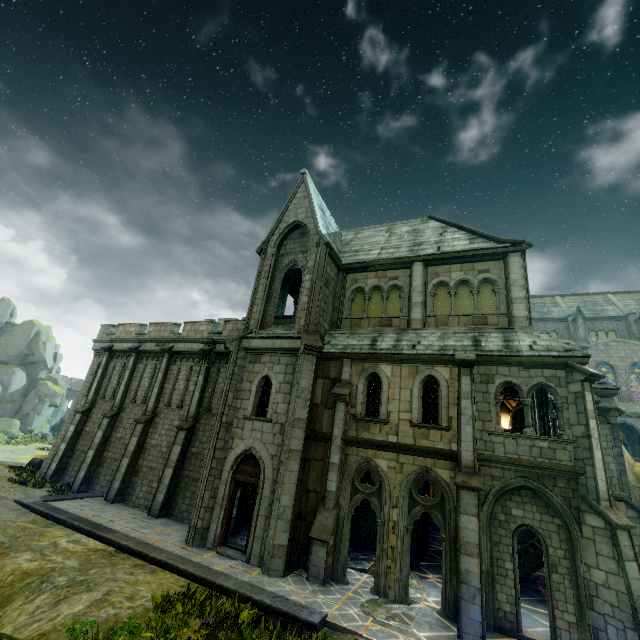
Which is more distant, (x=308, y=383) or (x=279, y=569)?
(x=308, y=383)

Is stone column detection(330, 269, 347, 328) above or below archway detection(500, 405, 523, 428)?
above

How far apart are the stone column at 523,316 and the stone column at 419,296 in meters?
3.3

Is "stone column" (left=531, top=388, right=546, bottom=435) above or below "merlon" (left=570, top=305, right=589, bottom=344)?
below

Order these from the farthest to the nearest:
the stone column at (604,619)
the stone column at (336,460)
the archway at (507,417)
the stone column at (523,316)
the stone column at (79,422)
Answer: the archway at (507,417), the stone column at (79,422), the stone column at (523,316), the stone column at (336,460), the stone column at (604,619)

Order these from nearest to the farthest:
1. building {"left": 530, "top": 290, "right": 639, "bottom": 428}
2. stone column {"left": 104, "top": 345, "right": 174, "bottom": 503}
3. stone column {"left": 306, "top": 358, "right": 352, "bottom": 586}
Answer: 1. stone column {"left": 306, "top": 358, "right": 352, "bottom": 586}
2. stone column {"left": 104, "top": 345, "right": 174, "bottom": 503}
3. building {"left": 530, "top": 290, "right": 639, "bottom": 428}

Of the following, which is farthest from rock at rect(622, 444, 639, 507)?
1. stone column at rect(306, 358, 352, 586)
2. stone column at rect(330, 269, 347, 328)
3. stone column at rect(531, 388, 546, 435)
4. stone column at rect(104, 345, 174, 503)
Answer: stone column at rect(104, 345, 174, 503)

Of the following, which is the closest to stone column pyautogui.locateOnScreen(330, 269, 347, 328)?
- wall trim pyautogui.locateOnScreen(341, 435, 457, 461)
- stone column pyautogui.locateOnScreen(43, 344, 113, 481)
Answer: wall trim pyautogui.locateOnScreen(341, 435, 457, 461)
